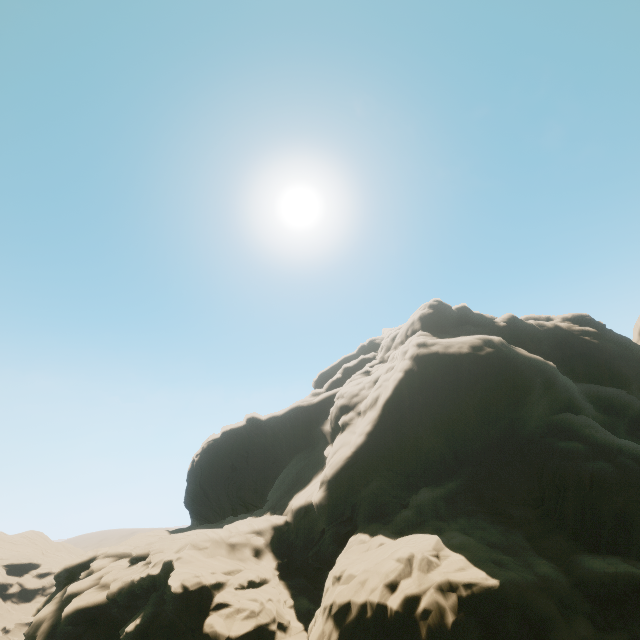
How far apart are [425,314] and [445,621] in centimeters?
3426cm
